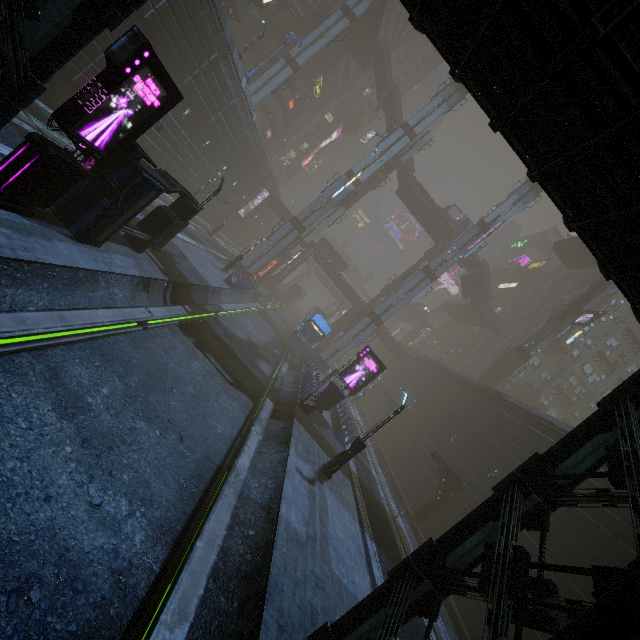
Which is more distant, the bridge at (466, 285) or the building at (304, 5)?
the bridge at (466, 285)

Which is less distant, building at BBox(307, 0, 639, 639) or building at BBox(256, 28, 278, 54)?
building at BBox(307, 0, 639, 639)

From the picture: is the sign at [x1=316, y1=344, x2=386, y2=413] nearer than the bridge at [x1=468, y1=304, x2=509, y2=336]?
Yes

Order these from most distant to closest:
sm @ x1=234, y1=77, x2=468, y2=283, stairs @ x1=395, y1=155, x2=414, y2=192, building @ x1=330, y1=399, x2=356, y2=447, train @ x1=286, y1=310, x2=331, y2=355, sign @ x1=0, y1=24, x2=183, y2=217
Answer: stairs @ x1=395, y1=155, x2=414, y2=192
sm @ x1=234, y1=77, x2=468, y2=283
train @ x1=286, y1=310, x2=331, y2=355
building @ x1=330, y1=399, x2=356, y2=447
sign @ x1=0, y1=24, x2=183, y2=217

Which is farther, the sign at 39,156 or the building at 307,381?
the building at 307,381

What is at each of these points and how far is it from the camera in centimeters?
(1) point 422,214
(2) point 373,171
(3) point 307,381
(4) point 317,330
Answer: (1) building, 5350cm
(2) sm, 4006cm
(3) building, 2642cm
(4) train, 3522cm

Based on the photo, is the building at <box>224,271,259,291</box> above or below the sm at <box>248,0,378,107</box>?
below

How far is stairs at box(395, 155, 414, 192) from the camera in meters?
51.8 m
